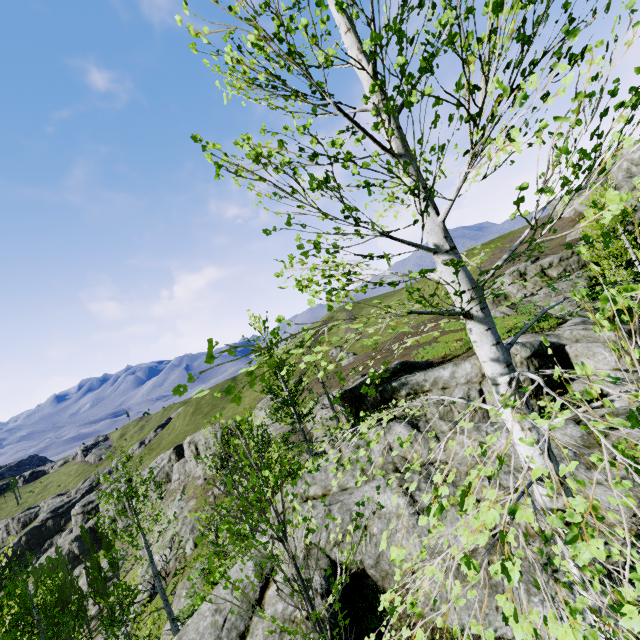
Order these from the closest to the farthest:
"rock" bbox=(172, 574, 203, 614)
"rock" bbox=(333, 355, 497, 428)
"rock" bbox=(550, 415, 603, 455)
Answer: "rock" bbox=(550, 415, 603, 455)
"rock" bbox=(333, 355, 497, 428)
"rock" bbox=(172, 574, 203, 614)

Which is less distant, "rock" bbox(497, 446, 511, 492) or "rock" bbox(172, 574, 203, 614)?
"rock" bbox(497, 446, 511, 492)

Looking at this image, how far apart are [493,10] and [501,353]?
2.39m

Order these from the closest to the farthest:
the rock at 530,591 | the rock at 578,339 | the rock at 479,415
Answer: the rock at 530,591 → the rock at 479,415 → the rock at 578,339

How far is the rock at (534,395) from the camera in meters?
15.4 m
